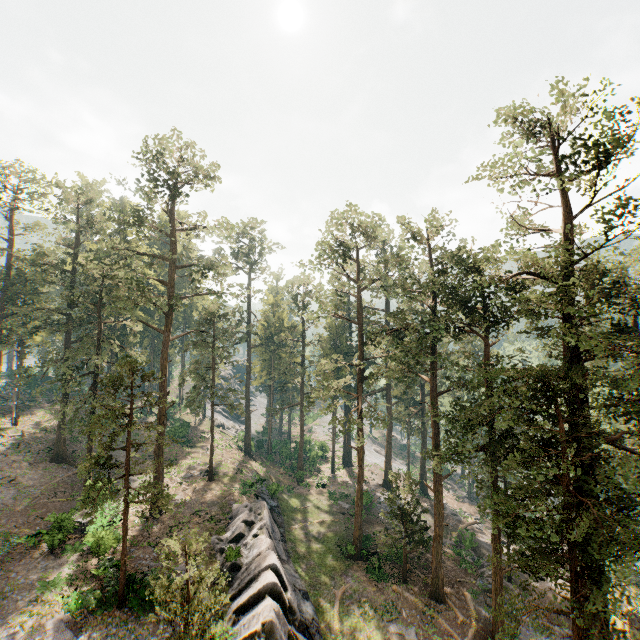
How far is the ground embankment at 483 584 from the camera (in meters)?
27.41

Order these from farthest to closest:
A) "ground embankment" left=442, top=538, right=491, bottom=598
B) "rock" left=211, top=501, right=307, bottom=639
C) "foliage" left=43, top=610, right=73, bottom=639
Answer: "ground embankment" left=442, top=538, right=491, bottom=598
"rock" left=211, top=501, right=307, bottom=639
"foliage" left=43, top=610, right=73, bottom=639

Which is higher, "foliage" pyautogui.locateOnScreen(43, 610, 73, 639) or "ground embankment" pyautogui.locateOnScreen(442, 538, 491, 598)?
"foliage" pyautogui.locateOnScreen(43, 610, 73, 639)

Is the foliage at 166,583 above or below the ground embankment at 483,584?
above

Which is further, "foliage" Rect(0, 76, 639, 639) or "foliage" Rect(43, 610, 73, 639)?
"foliage" Rect(43, 610, 73, 639)

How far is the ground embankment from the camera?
27.4 meters

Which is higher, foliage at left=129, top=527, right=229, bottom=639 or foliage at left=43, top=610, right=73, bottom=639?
foliage at left=129, top=527, right=229, bottom=639

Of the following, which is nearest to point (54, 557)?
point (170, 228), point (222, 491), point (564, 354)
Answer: point (222, 491)
